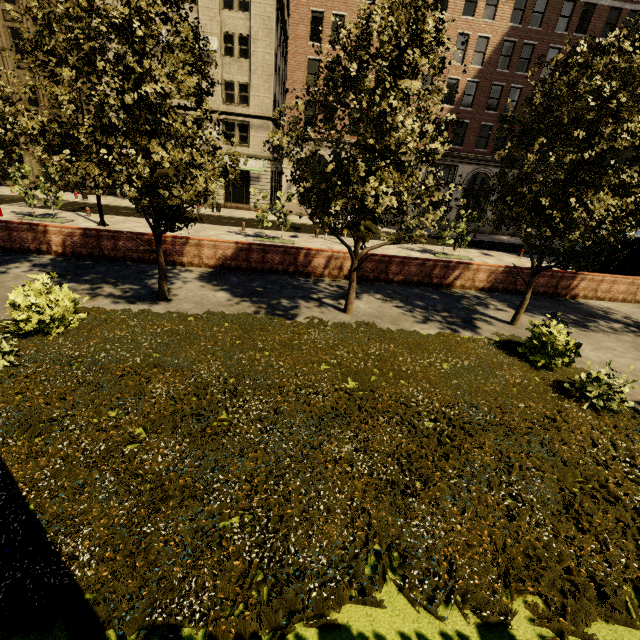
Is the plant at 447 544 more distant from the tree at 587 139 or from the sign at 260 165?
the sign at 260 165

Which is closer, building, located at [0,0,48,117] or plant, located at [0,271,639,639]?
plant, located at [0,271,639,639]

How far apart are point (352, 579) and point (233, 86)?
33.6m

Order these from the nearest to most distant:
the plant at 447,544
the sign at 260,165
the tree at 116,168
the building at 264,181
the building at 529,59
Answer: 1. the plant at 447,544
2. the tree at 116,168
3. the building at 264,181
4. the building at 529,59
5. the sign at 260,165

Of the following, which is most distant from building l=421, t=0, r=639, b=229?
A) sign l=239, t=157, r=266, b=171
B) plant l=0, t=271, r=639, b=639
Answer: plant l=0, t=271, r=639, b=639

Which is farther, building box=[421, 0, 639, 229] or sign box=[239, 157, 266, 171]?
sign box=[239, 157, 266, 171]

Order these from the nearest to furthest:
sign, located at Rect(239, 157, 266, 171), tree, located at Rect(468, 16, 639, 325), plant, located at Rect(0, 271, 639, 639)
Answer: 1. plant, located at Rect(0, 271, 639, 639)
2. tree, located at Rect(468, 16, 639, 325)
3. sign, located at Rect(239, 157, 266, 171)

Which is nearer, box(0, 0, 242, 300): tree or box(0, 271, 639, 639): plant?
box(0, 271, 639, 639): plant
